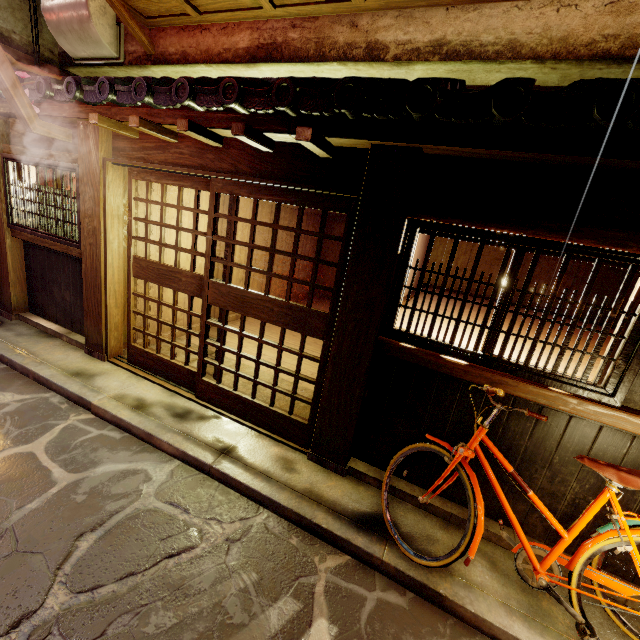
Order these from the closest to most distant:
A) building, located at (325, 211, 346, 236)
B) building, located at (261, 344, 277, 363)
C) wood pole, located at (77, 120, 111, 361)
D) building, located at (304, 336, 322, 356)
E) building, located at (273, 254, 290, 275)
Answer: wood pole, located at (77, 120, 111, 361), building, located at (261, 344, 277, 363), building, located at (304, 336, 322, 356), building, located at (273, 254, 290, 275), building, located at (325, 211, 346, 236)

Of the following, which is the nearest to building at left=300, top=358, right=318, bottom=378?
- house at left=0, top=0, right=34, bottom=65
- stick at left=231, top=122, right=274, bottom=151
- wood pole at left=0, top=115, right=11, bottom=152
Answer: stick at left=231, top=122, right=274, bottom=151

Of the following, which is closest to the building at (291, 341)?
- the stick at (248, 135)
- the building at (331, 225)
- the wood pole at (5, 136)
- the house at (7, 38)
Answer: the stick at (248, 135)

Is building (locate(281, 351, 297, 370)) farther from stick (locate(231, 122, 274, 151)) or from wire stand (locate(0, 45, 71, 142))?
wire stand (locate(0, 45, 71, 142))

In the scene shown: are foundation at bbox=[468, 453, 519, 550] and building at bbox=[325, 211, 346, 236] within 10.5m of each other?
no

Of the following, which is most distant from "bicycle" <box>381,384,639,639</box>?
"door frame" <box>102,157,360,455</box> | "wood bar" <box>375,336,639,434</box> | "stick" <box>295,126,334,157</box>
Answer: "stick" <box>295,126,334,157</box>

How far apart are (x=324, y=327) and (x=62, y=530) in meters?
5.0

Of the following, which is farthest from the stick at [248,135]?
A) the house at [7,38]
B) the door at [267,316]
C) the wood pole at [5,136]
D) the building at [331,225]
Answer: the building at [331,225]
